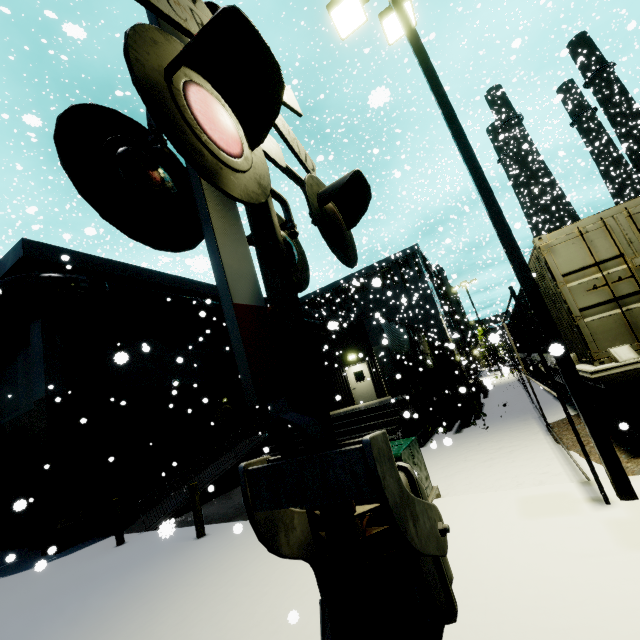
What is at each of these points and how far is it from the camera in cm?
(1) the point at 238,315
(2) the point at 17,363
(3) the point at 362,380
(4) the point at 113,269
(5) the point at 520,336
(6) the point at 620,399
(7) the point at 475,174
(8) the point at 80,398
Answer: (1) railroad crossing gate, 143
(2) building, 1370
(3) door, 2056
(4) building, 1420
(5) cargo container, 1933
(6) bogie, 583
(7) light, 521
(8) tree, 1160

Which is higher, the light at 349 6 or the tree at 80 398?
the light at 349 6

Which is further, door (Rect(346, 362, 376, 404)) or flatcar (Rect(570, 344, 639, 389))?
door (Rect(346, 362, 376, 404))

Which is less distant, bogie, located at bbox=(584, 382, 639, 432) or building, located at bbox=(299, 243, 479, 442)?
bogie, located at bbox=(584, 382, 639, 432)

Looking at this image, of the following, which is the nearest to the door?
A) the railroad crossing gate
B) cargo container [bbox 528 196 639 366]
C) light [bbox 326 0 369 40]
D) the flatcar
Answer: cargo container [bbox 528 196 639 366]

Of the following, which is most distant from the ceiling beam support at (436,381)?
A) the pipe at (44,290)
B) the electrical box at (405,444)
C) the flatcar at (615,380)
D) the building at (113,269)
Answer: the electrical box at (405,444)

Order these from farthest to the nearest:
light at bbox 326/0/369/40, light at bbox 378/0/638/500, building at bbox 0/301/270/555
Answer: building at bbox 0/301/270/555
light at bbox 326/0/369/40
light at bbox 378/0/638/500

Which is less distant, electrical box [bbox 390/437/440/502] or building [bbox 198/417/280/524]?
electrical box [bbox 390/437/440/502]
